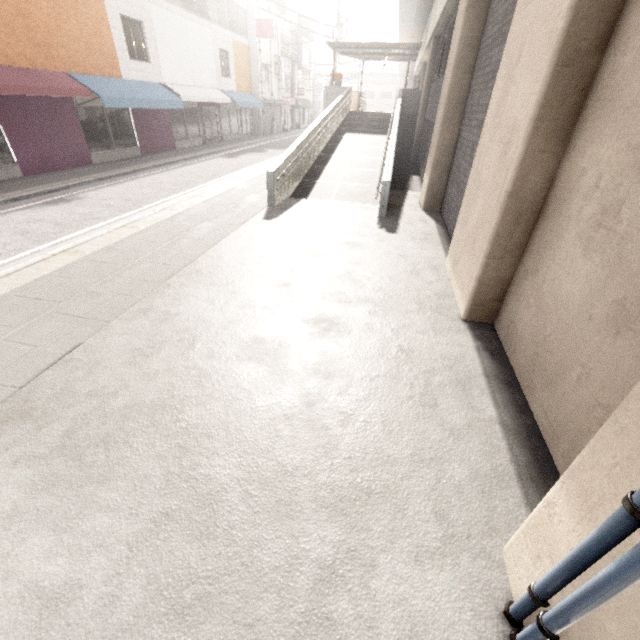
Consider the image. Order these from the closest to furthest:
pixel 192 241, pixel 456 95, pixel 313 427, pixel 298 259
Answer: pixel 313 427 → pixel 298 259 → pixel 192 241 → pixel 456 95

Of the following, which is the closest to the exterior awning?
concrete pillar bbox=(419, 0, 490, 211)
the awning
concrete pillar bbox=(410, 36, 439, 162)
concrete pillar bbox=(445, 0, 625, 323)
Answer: concrete pillar bbox=(410, 36, 439, 162)

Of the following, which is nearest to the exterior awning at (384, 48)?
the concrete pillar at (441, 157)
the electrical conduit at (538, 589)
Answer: the concrete pillar at (441, 157)

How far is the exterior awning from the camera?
18.03m

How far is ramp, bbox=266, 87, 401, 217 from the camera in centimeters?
877cm

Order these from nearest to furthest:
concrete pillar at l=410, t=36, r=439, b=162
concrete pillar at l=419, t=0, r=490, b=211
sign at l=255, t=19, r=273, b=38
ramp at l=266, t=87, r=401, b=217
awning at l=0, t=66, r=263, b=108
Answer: concrete pillar at l=419, t=0, r=490, b=211
ramp at l=266, t=87, r=401, b=217
awning at l=0, t=66, r=263, b=108
concrete pillar at l=410, t=36, r=439, b=162
sign at l=255, t=19, r=273, b=38

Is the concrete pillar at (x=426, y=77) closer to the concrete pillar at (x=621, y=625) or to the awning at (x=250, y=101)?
the concrete pillar at (x=621, y=625)

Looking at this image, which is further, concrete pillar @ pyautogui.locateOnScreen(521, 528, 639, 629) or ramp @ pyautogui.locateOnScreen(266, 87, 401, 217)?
ramp @ pyautogui.locateOnScreen(266, 87, 401, 217)
